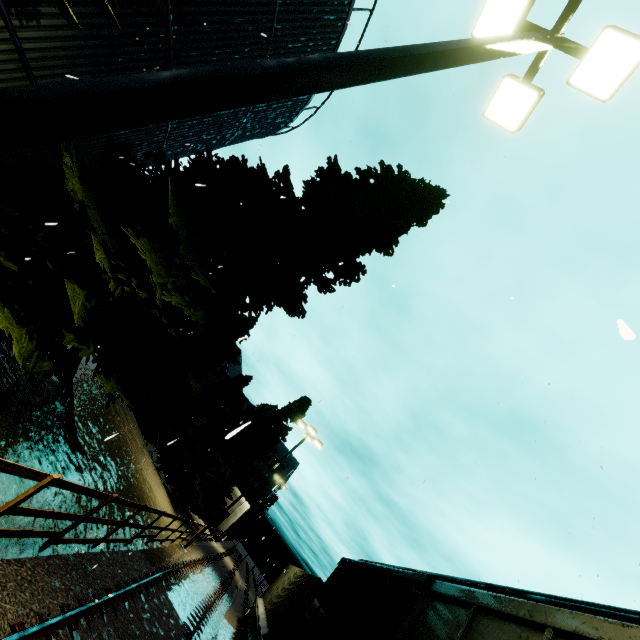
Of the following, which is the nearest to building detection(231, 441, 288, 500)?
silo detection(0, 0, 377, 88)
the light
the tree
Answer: silo detection(0, 0, 377, 88)

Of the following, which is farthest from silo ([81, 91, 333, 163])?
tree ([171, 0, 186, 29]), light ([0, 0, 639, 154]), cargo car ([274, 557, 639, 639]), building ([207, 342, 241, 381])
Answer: building ([207, 342, 241, 381])

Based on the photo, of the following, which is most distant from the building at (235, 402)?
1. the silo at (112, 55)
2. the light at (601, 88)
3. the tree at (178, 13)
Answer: the light at (601, 88)

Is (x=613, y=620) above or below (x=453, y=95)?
below

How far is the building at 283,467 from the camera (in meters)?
40.69

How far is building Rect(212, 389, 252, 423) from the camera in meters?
55.5 m

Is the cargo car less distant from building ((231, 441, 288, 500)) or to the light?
Result: the light

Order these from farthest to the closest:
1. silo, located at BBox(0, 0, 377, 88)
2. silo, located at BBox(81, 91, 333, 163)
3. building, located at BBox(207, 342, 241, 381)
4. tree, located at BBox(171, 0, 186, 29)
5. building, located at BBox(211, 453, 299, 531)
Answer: building, located at BBox(207, 342, 241, 381), building, located at BBox(211, 453, 299, 531), silo, located at BBox(81, 91, 333, 163), silo, located at BBox(0, 0, 377, 88), tree, located at BBox(171, 0, 186, 29)
